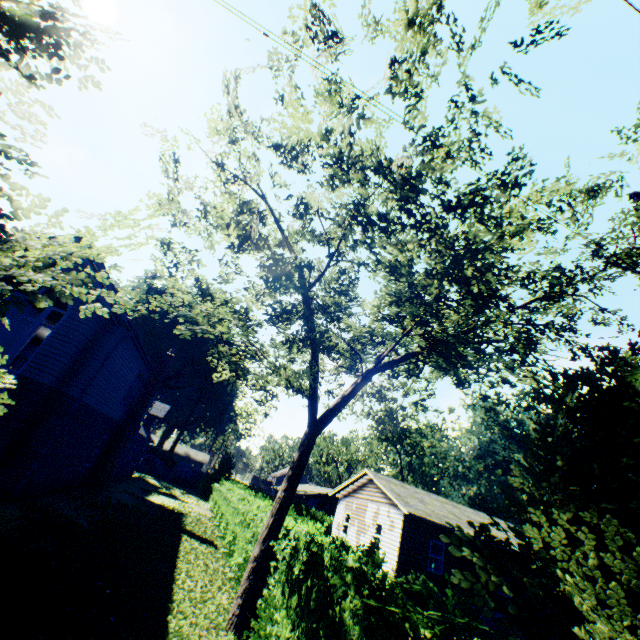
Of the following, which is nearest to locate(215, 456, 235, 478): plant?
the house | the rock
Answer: the rock

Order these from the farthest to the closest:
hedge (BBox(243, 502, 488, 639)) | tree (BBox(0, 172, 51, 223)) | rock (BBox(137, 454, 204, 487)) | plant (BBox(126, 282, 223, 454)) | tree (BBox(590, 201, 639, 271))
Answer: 1. plant (BBox(126, 282, 223, 454))
2. rock (BBox(137, 454, 204, 487))
3. tree (BBox(590, 201, 639, 271))
4. hedge (BBox(243, 502, 488, 639))
5. tree (BBox(0, 172, 51, 223))

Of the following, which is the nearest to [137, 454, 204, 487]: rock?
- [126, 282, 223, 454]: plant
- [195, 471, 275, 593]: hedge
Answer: [126, 282, 223, 454]: plant

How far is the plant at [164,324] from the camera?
51.0 meters

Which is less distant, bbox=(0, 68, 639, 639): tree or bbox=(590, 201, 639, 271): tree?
bbox=(0, 68, 639, 639): tree

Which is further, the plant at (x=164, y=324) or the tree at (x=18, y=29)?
the plant at (x=164, y=324)

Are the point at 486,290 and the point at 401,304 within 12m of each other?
yes

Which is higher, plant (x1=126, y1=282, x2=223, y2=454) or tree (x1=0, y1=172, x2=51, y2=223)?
plant (x1=126, y1=282, x2=223, y2=454)
